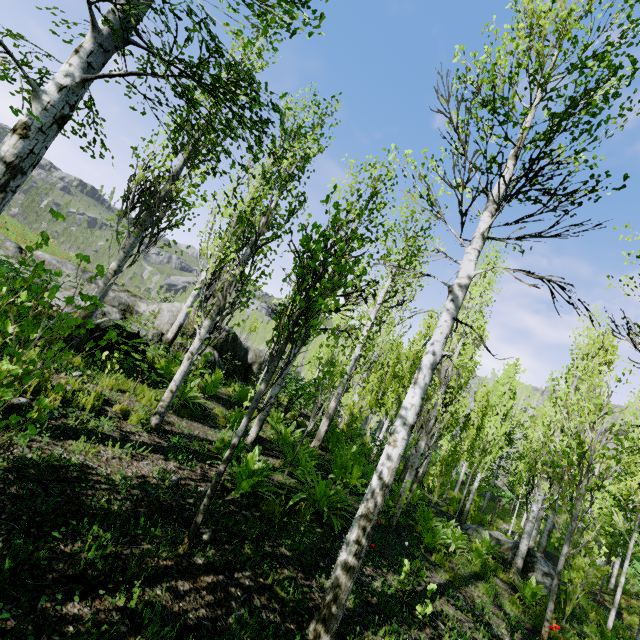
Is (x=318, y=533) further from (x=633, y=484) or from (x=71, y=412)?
(x=633, y=484)

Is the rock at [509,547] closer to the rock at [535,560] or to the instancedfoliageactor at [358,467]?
the instancedfoliageactor at [358,467]

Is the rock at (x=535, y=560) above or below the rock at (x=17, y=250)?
below

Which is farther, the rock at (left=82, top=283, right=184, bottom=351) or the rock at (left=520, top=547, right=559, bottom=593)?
the rock at (left=520, top=547, right=559, bottom=593)

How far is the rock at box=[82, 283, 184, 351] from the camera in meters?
7.5

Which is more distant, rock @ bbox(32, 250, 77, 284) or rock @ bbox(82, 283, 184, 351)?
rock @ bbox(32, 250, 77, 284)

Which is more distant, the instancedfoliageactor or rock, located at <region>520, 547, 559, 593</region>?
rock, located at <region>520, 547, 559, 593</region>

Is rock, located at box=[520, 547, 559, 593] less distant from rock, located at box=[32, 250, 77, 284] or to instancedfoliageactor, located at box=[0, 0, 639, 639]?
instancedfoliageactor, located at box=[0, 0, 639, 639]
